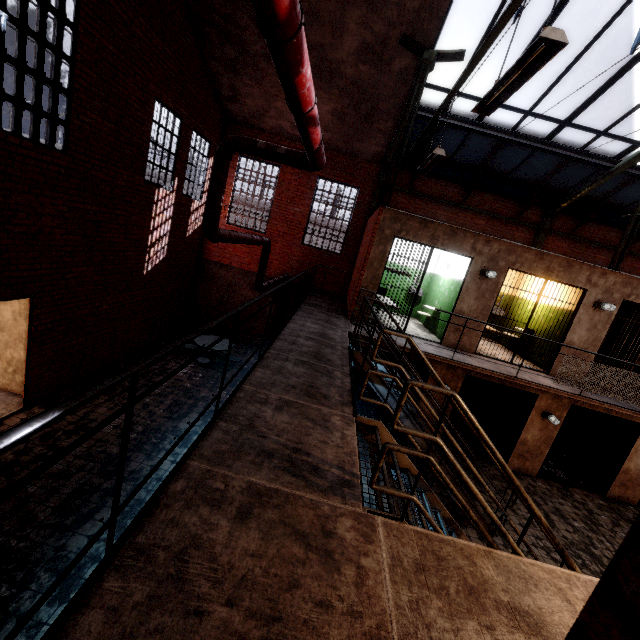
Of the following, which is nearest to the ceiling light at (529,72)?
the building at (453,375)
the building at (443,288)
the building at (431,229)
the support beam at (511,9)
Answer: the support beam at (511,9)

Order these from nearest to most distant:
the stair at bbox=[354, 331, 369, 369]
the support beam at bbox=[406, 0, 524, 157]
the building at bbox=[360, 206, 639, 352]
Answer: the support beam at bbox=[406, 0, 524, 157], the stair at bbox=[354, 331, 369, 369], the building at bbox=[360, 206, 639, 352]

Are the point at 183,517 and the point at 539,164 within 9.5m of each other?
no

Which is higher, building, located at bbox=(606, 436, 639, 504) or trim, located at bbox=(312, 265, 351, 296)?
trim, located at bbox=(312, 265, 351, 296)

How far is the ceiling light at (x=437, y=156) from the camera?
4.7 meters

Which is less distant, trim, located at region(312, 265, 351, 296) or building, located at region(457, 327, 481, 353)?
building, located at region(457, 327, 481, 353)

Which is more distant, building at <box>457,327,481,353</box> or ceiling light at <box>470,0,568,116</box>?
building at <box>457,327,481,353</box>

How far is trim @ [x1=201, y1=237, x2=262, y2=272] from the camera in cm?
1242
